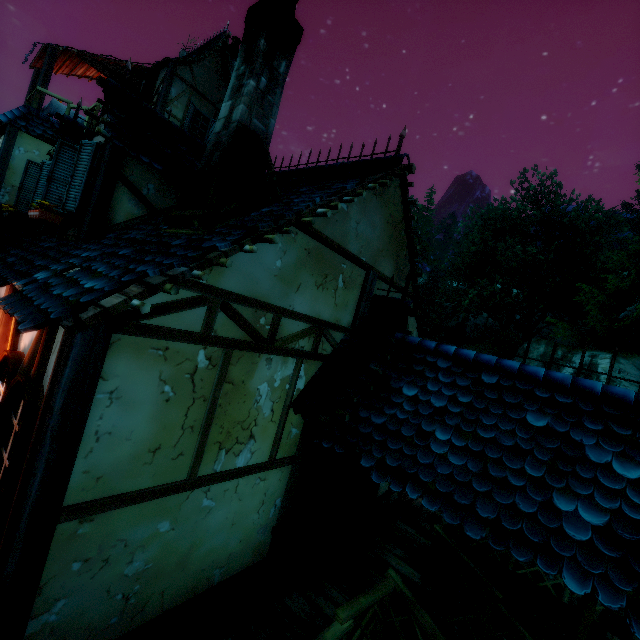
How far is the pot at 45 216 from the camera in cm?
454

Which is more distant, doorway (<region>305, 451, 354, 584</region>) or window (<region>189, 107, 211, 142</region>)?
window (<region>189, 107, 211, 142</region>)

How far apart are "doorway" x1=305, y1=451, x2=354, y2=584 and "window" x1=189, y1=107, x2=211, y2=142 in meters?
13.0 m

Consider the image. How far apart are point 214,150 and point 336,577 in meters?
6.2

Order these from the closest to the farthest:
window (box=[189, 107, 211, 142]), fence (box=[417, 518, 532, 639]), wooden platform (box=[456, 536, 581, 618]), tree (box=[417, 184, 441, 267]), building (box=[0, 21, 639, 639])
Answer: building (box=[0, 21, 639, 639])
fence (box=[417, 518, 532, 639])
wooden platform (box=[456, 536, 581, 618])
window (box=[189, 107, 211, 142])
tree (box=[417, 184, 441, 267])

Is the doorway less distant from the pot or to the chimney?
the chimney

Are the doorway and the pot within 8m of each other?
yes

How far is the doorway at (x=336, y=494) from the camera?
4.52m
